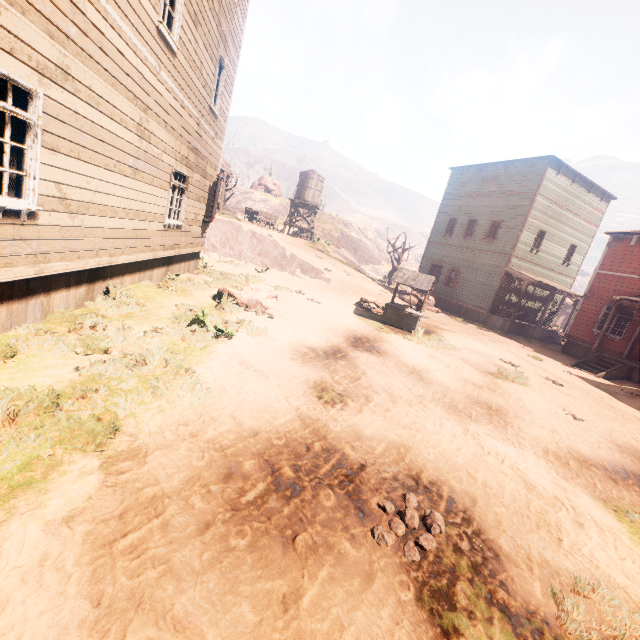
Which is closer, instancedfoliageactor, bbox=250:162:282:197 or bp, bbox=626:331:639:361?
bp, bbox=626:331:639:361

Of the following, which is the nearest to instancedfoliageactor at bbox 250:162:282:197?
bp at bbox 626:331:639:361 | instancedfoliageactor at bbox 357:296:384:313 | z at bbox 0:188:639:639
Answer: z at bbox 0:188:639:639

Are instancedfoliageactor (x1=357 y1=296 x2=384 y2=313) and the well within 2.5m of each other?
yes

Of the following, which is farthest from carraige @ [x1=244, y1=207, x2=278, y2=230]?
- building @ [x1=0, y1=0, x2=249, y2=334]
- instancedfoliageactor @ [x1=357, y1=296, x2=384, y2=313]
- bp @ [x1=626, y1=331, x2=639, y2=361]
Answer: bp @ [x1=626, y1=331, x2=639, y2=361]

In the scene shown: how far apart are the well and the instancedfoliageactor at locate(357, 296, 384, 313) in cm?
68

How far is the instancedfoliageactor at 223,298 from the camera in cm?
901

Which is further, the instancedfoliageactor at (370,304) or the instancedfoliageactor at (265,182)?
the instancedfoliageactor at (265,182)

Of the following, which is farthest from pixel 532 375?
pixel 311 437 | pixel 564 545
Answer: pixel 311 437
